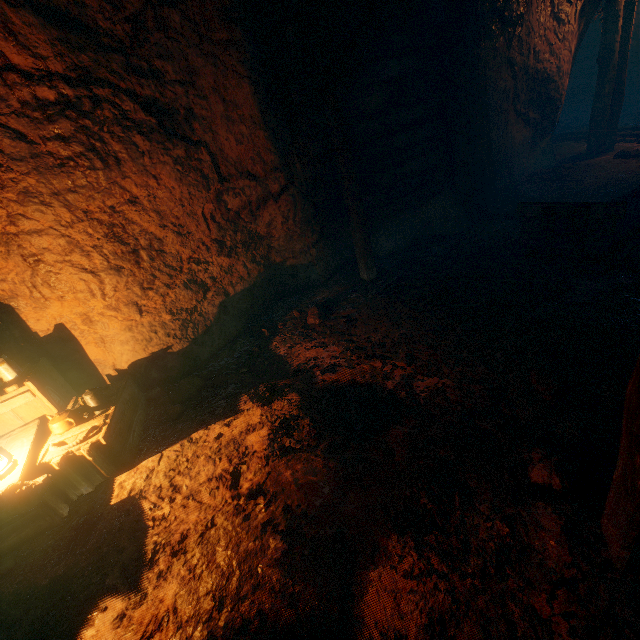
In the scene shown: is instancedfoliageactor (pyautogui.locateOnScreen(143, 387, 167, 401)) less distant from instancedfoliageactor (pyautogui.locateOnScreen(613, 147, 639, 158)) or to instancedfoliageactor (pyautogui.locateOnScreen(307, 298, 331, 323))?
instancedfoliageactor (pyautogui.locateOnScreen(307, 298, 331, 323))

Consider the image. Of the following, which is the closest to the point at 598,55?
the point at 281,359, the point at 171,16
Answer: the point at 171,16

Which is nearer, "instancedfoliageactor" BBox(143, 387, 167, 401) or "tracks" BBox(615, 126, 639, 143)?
"instancedfoliageactor" BBox(143, 387, 167, 401)

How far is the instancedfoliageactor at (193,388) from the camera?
3.76m

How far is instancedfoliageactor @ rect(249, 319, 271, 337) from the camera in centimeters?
501cm

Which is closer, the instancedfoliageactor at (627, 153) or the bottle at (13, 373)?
the bottle at (13, 373)

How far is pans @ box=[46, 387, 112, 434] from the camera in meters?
3.2 m

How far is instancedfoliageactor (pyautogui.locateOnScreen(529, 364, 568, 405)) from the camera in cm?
265
